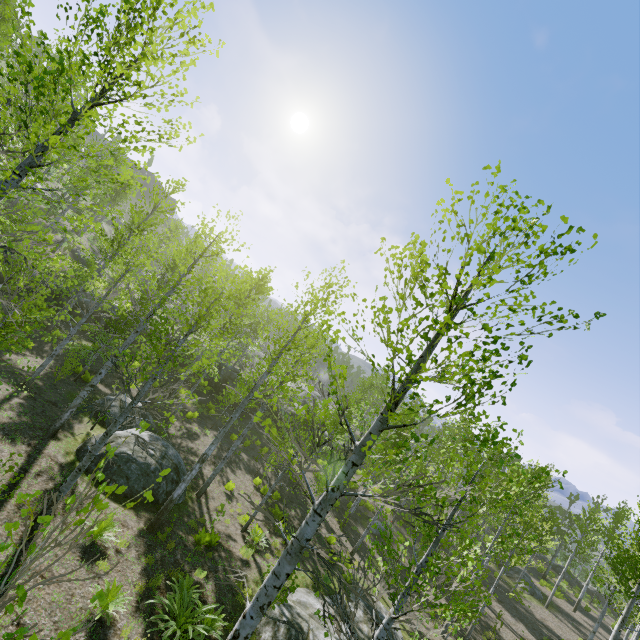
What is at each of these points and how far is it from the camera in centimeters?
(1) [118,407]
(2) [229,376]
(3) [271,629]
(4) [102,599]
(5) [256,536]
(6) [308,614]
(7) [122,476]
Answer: (1) rock, 1529cm
(2) rock, 3003cm
(3) rock, 912cm
(4) instancedfoliageactor, 209cm
(5) instancedfoliageactor, 1349cm
(6) rock, 1065cm
(7) rock, 1091cm

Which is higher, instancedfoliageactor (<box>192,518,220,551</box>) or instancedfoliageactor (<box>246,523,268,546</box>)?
instancedfoliageactor (<box>246,523,268,546</box>)

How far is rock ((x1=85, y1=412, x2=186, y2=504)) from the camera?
10.9m

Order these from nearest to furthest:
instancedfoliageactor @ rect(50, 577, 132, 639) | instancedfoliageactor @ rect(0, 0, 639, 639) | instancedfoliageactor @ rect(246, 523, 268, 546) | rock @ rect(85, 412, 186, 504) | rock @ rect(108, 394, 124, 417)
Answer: instancedfoliageactor @ rect(50, 577, 132, 639), instancedfoliageactor @ rect(0, 0, 639, 639), rock @ rect(85, 412, 186, 504), instancedfoliageactor @ rect(246, 523, 268, 546), rock @ rect(108, 394, 124, 417)

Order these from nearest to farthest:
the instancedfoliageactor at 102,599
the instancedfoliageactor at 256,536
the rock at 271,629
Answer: the instancedfoliageactor at 102,599 → the rock at 271,629 → the instancedfoliageactor at 256,536

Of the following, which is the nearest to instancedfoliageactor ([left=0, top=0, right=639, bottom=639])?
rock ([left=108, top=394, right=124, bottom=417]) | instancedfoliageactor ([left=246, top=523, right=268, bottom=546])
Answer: rock ([left=108, top=394, right=124, bottom=417])

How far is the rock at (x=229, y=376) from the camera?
29.2m
